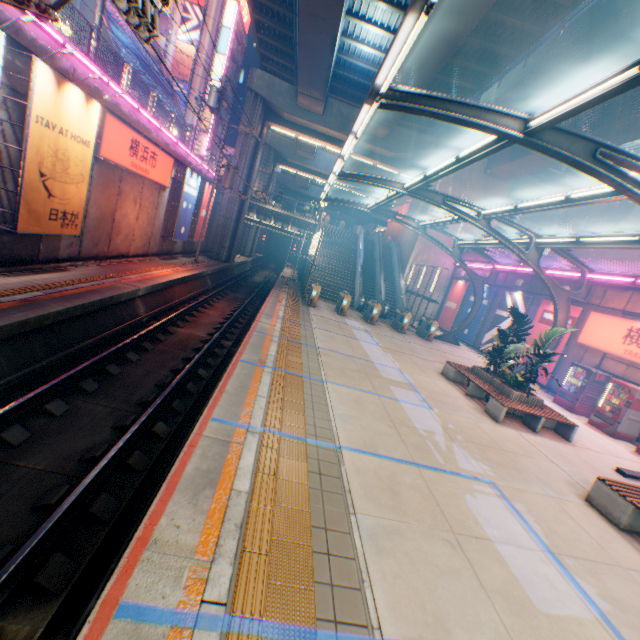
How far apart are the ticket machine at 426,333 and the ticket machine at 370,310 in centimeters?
338cm

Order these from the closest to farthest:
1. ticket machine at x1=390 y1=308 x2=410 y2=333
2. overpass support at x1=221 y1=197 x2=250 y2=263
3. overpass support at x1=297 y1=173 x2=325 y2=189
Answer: ticket machine at x1=390 y1=308 x2=410 y2=333 → overpass support at x1=221 y1=197 x2=250 y2=263 → overpass support at x1=297 y1=173 x2=325 y2=189

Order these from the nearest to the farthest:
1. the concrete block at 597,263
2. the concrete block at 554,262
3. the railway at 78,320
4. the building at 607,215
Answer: the railway at 78,320 < the concrete block at 597,263 < the concrete block at 554,262 < the building at 607,215

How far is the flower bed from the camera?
10.5m

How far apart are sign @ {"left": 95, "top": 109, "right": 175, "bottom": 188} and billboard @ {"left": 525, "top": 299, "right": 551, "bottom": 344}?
21.9 meters

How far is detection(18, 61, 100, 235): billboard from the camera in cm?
845

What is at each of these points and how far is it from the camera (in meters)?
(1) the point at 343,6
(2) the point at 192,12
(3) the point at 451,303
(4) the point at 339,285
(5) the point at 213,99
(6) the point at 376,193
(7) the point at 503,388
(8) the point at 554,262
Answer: (1) overpass support, 14.28
(2) billboard, 42.00
(3) billboard, 27.78
(4) steps, 26.70
(5) electric pole, 26.92
(6) overpass support, 42.50
(7) flower bed, 10.80
(8) concrete block, 18.33

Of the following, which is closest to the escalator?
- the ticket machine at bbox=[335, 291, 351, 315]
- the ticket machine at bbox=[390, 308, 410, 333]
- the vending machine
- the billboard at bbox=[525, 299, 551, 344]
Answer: the ticket machine at bbox=[390, 308, 410, 333]
